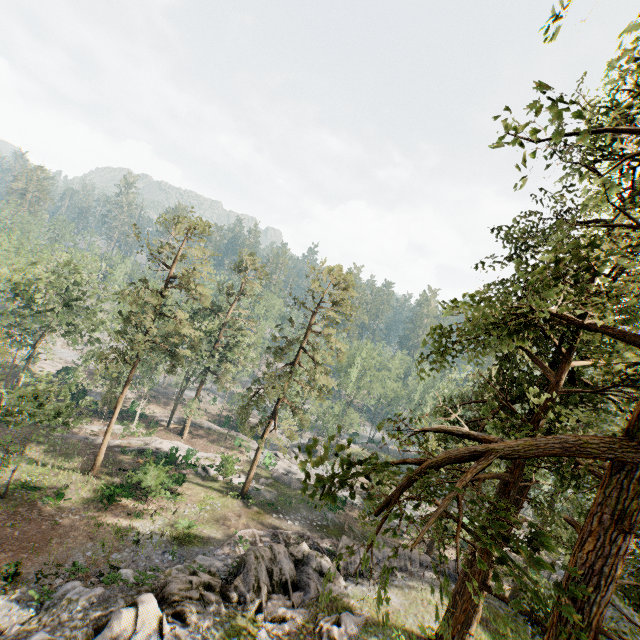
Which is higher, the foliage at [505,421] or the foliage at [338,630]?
the foliage at [505,421]

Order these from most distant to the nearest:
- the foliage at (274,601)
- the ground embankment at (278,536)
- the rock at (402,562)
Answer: the rock at (402,562) → the ground embankment at (278,536) → the foliage at (274,601)

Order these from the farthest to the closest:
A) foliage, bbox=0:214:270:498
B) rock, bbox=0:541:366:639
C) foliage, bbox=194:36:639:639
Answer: foliage, bbox=0:214:270:498
rock, bbox=0:541:366:639
foliage, bbox=194:36:639:639

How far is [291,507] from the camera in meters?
31.9 m

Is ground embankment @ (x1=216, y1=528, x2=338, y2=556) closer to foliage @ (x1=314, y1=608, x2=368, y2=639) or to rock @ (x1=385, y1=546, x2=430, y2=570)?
rock @ (x1=385, y1=546, x2=430, y2=570)

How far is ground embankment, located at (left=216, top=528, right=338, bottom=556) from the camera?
21.7m

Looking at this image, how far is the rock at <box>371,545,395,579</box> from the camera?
20.90m
